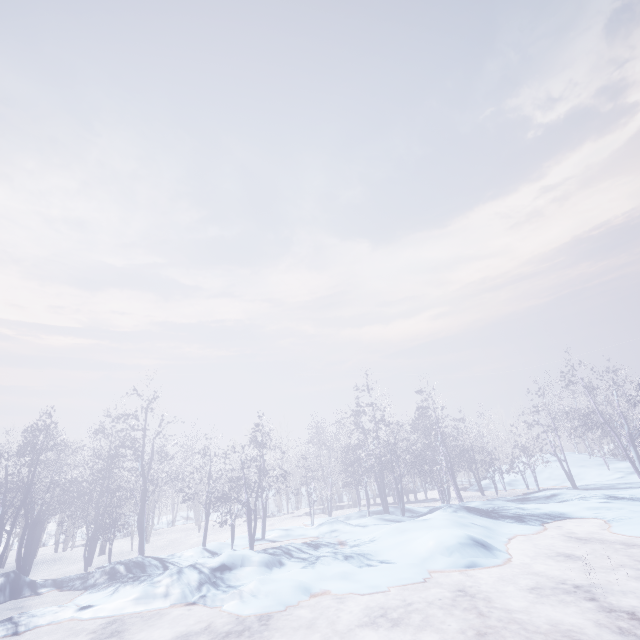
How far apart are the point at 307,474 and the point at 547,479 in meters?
20.4 m
